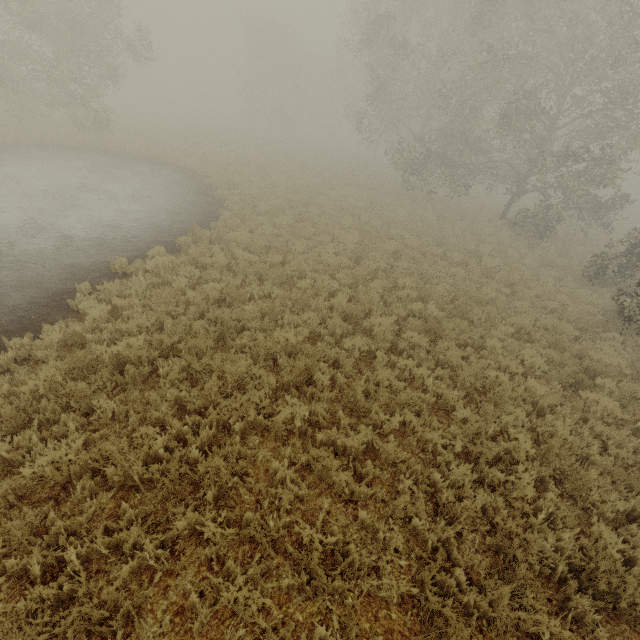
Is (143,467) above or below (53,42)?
below
